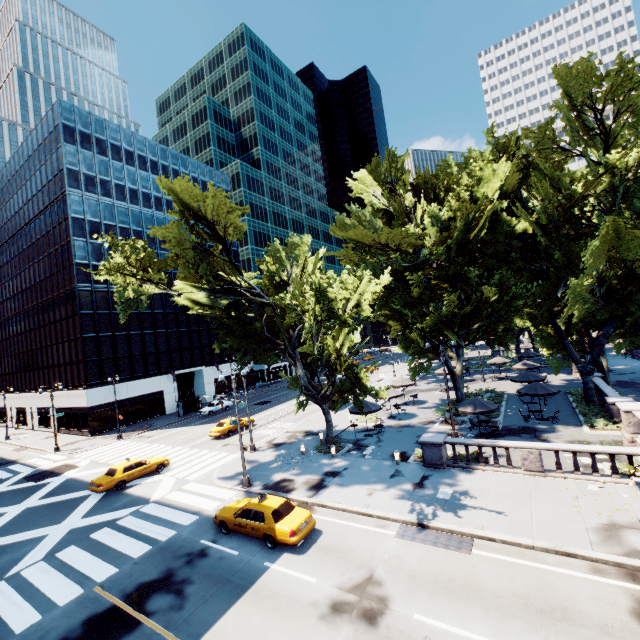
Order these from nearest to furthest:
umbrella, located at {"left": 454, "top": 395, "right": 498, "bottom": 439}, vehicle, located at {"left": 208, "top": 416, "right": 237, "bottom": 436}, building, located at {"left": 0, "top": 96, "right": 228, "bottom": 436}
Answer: umbrella, located at {"left": 454, "top": 395, "right": 498, "bottom": 439} < vehicle, located at {"left": 208, "top": 416, "right": 237, "bottom": 436} < building, located at {"left": 0, "top": 96, "right": 228, "bottom": 436}

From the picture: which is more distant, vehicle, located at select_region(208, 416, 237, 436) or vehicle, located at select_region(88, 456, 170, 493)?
vehicle, located at select_region(208, 416, 237, 436)

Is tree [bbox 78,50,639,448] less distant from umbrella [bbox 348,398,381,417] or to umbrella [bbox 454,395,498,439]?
umbrella [bbox 348,398,381,417]

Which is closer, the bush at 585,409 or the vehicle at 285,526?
the vehicle at 285,526

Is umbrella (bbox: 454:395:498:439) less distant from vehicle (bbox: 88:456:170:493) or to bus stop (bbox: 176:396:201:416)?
vehicle (bbox: 88:456:170:493)

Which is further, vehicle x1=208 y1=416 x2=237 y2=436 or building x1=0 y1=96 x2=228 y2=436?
building x1=0 y1=96 x2=228 y2=436

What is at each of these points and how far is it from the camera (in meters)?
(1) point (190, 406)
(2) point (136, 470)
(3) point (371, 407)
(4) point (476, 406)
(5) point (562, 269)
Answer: (1) bus stop, 47.50
(2) vehicle, 23.62
(3) umbrella, 26.20
(4) umbrella, 22.14
(5) tree, 24.31

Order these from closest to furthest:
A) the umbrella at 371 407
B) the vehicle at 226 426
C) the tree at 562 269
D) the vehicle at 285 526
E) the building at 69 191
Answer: the vehicle at 285 526
the tree at 562 269
the umbrella at 371 407
the vehicle at 226 426
the building at 69 191
